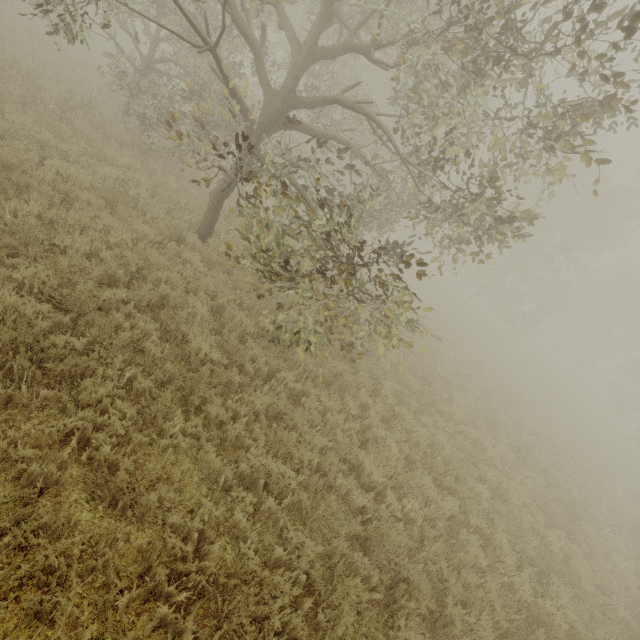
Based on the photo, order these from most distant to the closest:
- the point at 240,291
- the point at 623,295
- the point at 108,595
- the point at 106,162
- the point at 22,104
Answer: the point at 623,295 → the point at 22,104 → the point at 106,162 → the point at 240,291 → the point at 108,595
